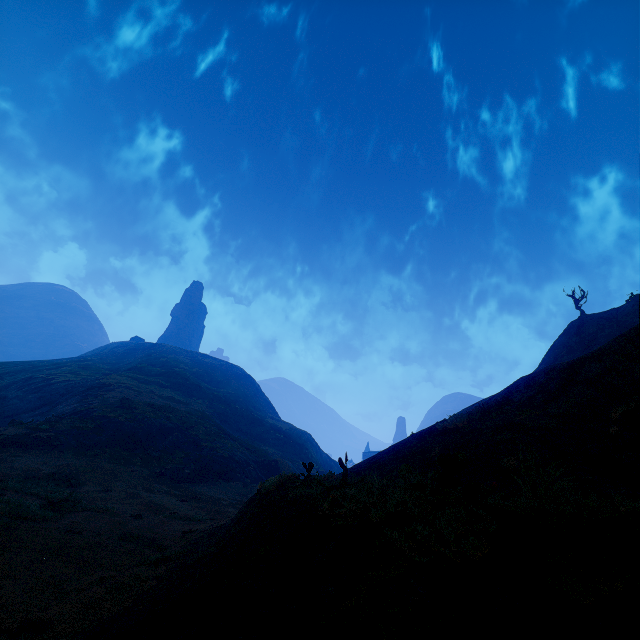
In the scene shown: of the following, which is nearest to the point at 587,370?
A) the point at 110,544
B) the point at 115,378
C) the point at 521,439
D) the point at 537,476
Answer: the point at 521,439
